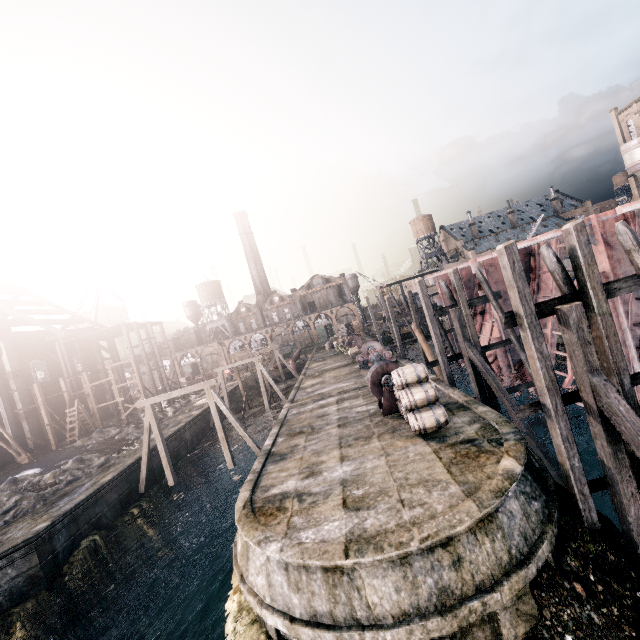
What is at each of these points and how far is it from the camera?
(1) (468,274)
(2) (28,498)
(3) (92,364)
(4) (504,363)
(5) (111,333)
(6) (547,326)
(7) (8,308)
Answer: (1) ship construction, 33.0 meters
(2) stone debris, 20.4 meters
(3) building, 45.4 meters
(4) ship construction, 23.4 meters
(5) wooden scaffolding, 43.2 meters
(6) ship construction, 20.6 meters
(7) wood roof frame, 39.3 meters

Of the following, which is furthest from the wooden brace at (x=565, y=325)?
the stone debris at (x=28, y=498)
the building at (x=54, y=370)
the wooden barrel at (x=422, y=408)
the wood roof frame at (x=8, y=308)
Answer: the wood roof frame at (x=8, y=308)

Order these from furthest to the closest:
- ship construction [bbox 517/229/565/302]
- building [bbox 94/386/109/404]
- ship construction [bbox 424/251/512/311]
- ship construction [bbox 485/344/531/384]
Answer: building [bbox 94/386/109/404] < ship construction [bbox 424/251/512/311] < ship construction [bbox 485/344/531/384] < ship construction [bbox 517/229/565/302]

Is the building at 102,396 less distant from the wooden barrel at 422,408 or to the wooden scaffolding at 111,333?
the wooden scaffolding at 111,333

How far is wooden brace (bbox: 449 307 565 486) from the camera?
14.62m

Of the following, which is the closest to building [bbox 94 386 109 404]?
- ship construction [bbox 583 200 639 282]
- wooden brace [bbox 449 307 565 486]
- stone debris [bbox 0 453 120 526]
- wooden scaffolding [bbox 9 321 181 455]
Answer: wooden scaffolding [bbox 9 321 181 455]

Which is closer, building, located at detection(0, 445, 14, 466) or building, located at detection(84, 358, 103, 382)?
building, located at detection(0, 445, 14, 466)

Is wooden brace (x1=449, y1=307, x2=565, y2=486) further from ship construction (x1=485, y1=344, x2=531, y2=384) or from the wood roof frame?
the wood roof frame
